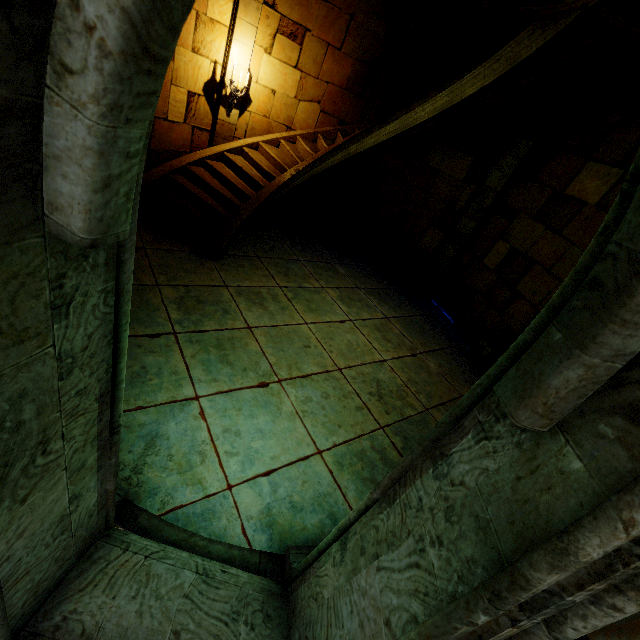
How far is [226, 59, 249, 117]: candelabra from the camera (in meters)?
6.75

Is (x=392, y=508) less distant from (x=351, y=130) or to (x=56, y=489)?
(x=56, y=489)

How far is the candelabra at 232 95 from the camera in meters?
6.8
